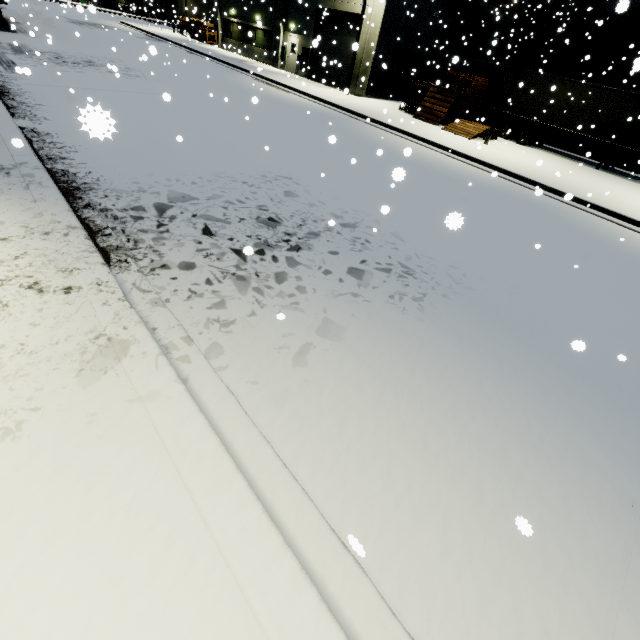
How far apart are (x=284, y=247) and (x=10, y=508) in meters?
4.7

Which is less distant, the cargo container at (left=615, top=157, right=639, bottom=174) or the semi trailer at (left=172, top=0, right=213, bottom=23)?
the cargo container at (left=615, top=157, right=639, bottom=174)

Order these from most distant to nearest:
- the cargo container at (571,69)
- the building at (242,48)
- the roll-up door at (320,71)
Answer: the building at (242,48), the roll-up door at (320,71), the cargo container at (571,69)

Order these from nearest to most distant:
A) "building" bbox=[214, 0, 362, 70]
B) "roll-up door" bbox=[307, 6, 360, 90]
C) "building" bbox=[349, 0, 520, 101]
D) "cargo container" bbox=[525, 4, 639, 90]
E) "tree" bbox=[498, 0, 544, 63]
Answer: "cargo container" bbox=[525, 4, 639, 90], "building" bbox=[349, 0, 520, 101], "roll-up door" bbox=[307, 6, 360, 90], "building" bbox=[214, 0, 362, 70], "tree" bbox=[498, 0, 544, 63]

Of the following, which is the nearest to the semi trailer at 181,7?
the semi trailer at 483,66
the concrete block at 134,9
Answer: the concrete block at 134,9

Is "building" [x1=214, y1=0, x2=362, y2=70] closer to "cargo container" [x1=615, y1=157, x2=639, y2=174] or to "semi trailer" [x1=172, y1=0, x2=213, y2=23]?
"semi trailer" [x1=172, y1=0, x2=213, y2=23]

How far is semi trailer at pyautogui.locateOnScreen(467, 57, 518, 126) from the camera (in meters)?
22.47

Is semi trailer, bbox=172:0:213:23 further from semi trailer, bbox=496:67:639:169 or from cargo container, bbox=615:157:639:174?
cargo container, bbox=615:157:639:174
